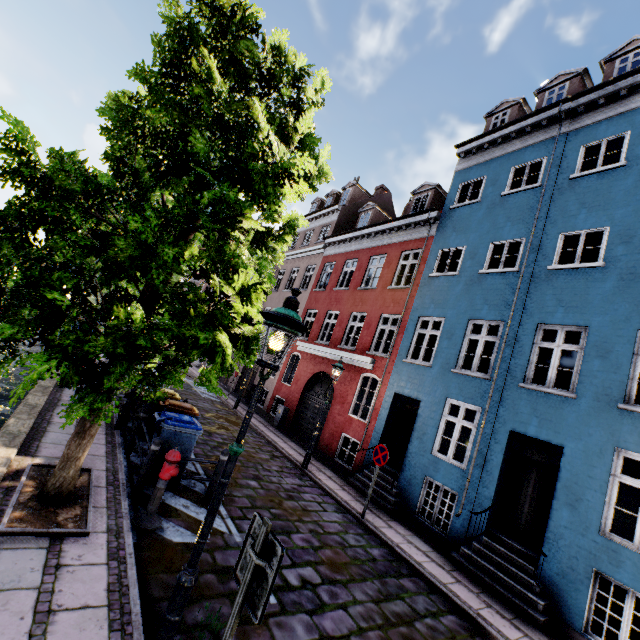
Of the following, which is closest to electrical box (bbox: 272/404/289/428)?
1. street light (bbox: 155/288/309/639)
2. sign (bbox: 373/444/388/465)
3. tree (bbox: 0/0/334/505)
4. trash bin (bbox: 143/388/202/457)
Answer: tree (bbox: 0/0/334/505)

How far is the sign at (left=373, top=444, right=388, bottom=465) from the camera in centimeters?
854cm

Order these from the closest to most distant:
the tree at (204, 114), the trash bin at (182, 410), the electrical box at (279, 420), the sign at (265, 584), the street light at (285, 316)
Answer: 1. the sign at (265, 584)
2. the street light at (285, 316)
3. the tree at (204, 114)
4. the trash bin at (182, 410)
5. the electrical box at (279, 420)

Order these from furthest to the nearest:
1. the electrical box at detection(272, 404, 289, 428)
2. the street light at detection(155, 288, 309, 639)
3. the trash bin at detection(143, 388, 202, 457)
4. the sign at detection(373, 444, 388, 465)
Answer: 1. the electrical box at detection(272, 404, 289, 428)
2. the sign at detection(373, 444, 388, 465)
3. the trash bin at detection(143, 388, 202, 457)
4. the street light at detection(155, 288, 309, 639)

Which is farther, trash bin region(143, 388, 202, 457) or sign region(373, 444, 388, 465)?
sign region(373, 444, 388, 465)

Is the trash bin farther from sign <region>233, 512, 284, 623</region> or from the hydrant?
sign <region>233, 512, 284, 623</region>

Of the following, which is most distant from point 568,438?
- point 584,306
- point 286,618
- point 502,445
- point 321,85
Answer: point 321,85

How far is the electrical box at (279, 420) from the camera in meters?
16.0
